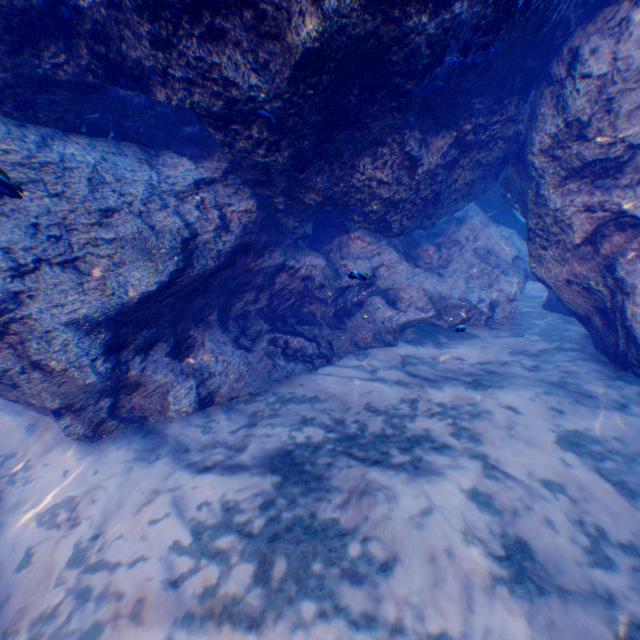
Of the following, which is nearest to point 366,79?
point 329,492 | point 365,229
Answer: point 365,229
